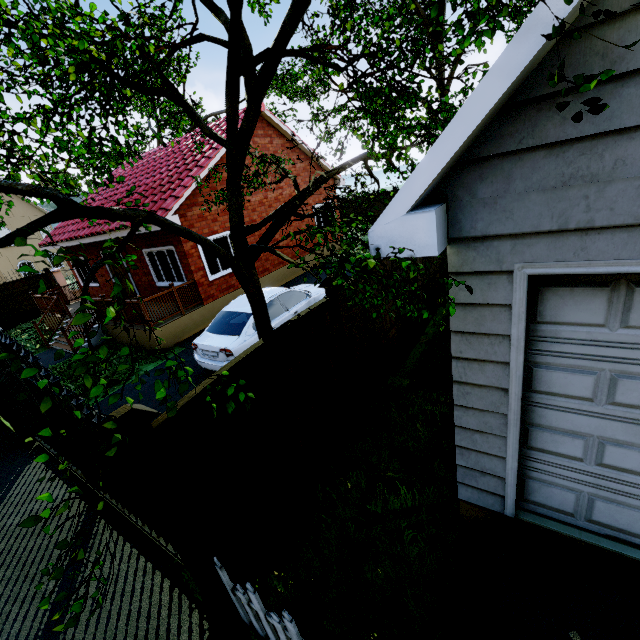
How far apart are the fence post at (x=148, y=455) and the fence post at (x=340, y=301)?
2.66m

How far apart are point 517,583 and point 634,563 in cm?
98

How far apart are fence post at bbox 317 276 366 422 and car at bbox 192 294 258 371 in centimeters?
273cm

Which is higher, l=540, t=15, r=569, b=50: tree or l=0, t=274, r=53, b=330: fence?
l=540, t=15, r=569, b=50: tree

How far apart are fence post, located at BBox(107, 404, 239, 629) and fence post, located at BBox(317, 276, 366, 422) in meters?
2.7

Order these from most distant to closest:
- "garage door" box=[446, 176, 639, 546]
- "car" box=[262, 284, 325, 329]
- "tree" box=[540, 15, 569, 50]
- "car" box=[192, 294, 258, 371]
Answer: "car" box=[262, 284, 325, 329], "car" box=[192, 294, 258, 371], "garage door" box=[446, 176, 639, 546], "tree" box=[540, 15, 569, 50]

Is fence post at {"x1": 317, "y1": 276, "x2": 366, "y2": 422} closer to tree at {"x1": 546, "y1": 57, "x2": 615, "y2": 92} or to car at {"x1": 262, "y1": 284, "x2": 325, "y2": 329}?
tree at {"x1": 546, "y1": 57, "x2": 615, "y2": 92}

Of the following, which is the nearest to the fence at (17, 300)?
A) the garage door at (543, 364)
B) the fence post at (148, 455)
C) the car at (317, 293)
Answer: the fence post at (148, 455)
